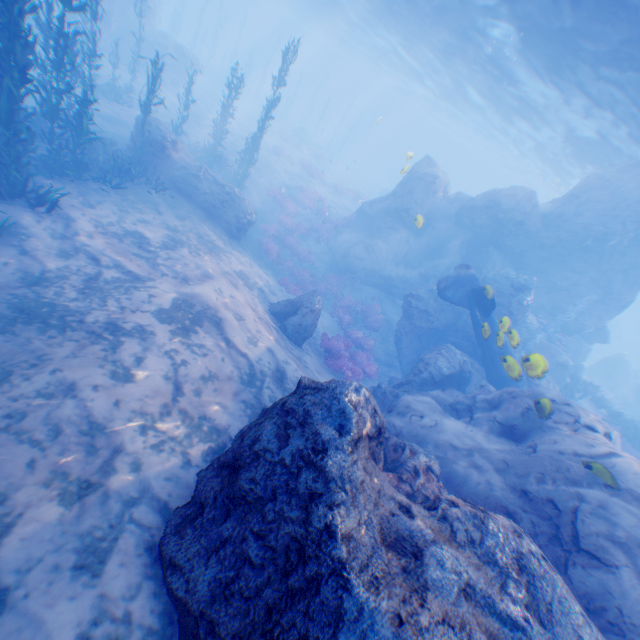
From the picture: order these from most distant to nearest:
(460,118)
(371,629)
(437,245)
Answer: (460,118) < (437,245) < (371,629)

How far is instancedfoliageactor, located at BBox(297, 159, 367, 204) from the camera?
30.87m

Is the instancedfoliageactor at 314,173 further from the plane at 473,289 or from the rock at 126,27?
the plane at 473,289

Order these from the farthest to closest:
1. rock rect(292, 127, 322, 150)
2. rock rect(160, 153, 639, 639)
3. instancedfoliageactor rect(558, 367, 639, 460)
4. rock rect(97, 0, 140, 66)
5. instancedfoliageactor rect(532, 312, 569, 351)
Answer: rock rect(292, 127, 322, 150) < rock rect(97, 0, 140, 66) < instancedfoliageactor rect(532, 312, 569, 351) < instancedfoliageactor rect(558, 367, 639, 460) < rock rect(160, 153, 639, 639)

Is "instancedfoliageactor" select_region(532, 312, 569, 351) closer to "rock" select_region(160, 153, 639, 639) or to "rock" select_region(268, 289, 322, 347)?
"rock" select_region(160, 153, 639, 639)

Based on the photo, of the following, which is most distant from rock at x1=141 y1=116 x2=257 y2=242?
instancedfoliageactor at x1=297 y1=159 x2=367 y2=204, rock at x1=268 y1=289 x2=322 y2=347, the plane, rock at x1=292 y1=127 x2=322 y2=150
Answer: rock at x1=292 y1=127 x2=322 y2=150

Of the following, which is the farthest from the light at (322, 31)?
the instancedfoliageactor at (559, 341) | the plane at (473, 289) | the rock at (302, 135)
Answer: the rock at (302, 135)

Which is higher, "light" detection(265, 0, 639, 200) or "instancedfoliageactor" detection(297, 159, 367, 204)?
"light" detection(265, 0, 639, 200)
